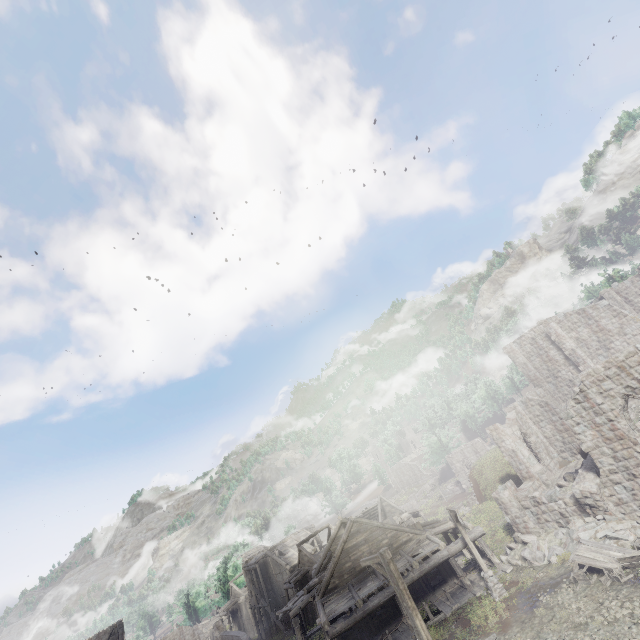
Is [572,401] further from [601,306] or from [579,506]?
[601,306]

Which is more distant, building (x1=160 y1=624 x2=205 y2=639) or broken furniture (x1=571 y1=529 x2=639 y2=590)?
building (x1=160 y1=624 x2=205 y2=639)

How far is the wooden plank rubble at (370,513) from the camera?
47.16m

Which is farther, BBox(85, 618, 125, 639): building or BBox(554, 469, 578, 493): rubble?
BBox(85, 618, 125, 639): building

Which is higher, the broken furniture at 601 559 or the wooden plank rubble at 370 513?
the wooden plank rubble at 370 513

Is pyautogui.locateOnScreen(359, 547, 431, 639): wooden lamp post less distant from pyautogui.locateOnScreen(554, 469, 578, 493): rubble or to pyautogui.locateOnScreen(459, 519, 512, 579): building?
pyautogui.locateOnScreen(459, 519, 512, 579): building

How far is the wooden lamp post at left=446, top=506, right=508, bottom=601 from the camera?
17.69m
